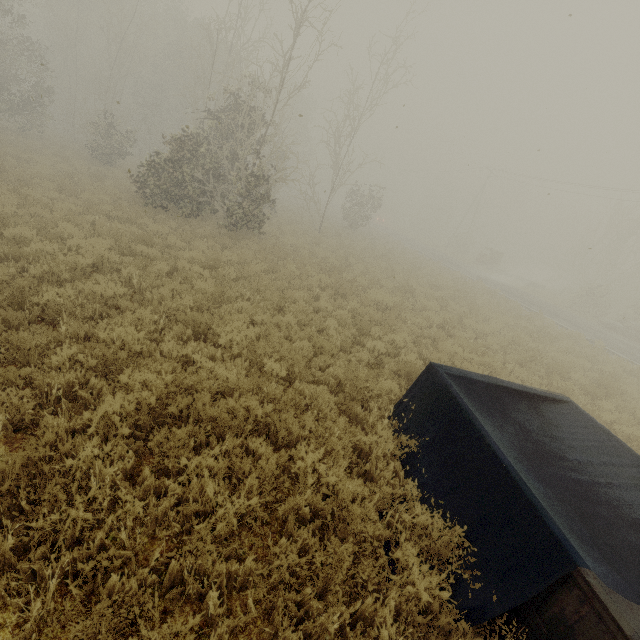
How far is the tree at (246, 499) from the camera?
3.2 meters

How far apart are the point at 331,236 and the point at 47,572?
24.2 meters

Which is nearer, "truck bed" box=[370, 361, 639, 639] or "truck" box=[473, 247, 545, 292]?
"truck bed" box=[370, 361, 639, 639]

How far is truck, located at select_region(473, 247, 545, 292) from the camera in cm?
3416

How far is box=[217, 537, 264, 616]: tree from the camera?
2.9 meters

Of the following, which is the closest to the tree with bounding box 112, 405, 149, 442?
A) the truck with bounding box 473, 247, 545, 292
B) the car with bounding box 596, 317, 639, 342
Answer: the car with bounding box 596, 317, 639, 342

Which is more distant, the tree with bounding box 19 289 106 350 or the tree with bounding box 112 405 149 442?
the tree with bounding box 19 289 106 350

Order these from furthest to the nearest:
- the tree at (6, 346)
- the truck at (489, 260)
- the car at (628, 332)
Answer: the truck at (489, 260) < the car at (628, 332) < the tree at (6, 346)
